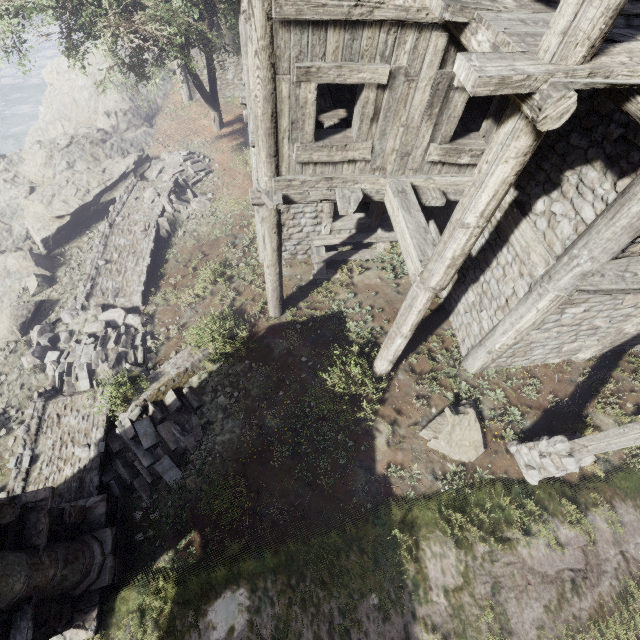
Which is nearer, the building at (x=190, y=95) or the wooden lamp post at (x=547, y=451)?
the wooden lamp post at (x=547, y=451)

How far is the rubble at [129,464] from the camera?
7.4 meters

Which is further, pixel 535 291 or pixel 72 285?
pixel 72 285

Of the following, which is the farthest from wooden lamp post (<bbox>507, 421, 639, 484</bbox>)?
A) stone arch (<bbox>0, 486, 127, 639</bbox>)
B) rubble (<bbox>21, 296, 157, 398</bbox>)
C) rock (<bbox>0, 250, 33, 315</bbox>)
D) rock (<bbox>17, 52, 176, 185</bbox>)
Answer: rock (<bbox>17, 52, 176, 185</bbox>)

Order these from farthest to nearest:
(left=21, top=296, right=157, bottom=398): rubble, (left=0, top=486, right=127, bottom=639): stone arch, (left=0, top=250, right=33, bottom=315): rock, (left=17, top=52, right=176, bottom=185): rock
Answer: (left=17, top=52, right=176, bottom=185): rock, (left=0, top=250, right=33, bottom=315): rock, (left=21, top=296, right=157, bottom=398): rubble, (left=0, top=486, right=127, bottom=639): stone arch

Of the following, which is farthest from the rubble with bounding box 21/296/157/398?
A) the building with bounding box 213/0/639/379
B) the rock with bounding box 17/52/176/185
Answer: the rock with bounding box 17/52/176/185

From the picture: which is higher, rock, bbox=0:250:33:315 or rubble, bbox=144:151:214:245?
rubble, bbox=144:151:214:245

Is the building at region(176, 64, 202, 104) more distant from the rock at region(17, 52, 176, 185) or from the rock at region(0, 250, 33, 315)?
the rock at region(0, 250, 33, 315)
